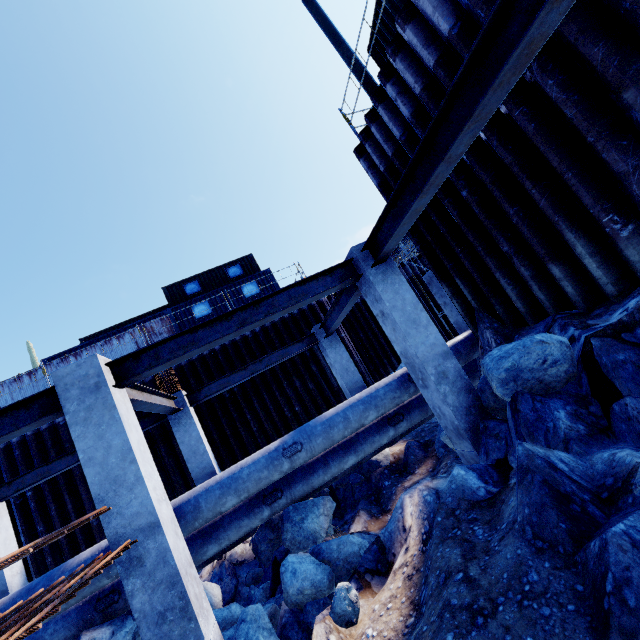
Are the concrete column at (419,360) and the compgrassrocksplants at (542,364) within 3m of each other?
yes

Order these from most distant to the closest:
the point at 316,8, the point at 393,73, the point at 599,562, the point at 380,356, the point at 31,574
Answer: the point at 380,356 < the point at 31,574 < the point at 316,8 < the point at 393,73 < the point at 599,562

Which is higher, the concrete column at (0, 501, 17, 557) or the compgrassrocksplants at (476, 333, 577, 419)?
the concrete column at (0, 501, 17, 557)

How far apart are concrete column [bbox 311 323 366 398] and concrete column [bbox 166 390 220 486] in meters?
4.3 m

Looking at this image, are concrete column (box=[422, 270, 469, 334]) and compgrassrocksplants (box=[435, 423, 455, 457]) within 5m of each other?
yes

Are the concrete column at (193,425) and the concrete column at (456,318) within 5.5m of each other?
no

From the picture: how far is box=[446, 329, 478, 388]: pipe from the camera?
7.79m

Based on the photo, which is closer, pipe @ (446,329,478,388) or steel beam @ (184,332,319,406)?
pipe @ (446,329,478,388)
